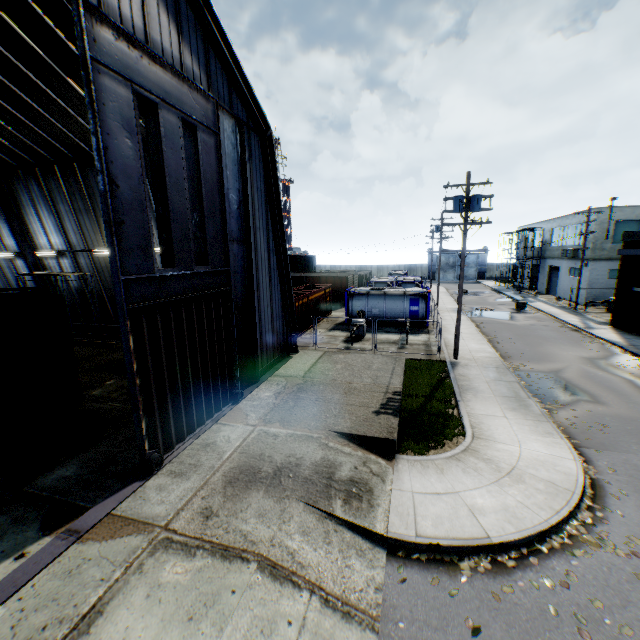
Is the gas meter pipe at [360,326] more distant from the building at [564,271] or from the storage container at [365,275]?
the building at [564,271]

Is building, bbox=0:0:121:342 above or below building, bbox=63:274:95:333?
above

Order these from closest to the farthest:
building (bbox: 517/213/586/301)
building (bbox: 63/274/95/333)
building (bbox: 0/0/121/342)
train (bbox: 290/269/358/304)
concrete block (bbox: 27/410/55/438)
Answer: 1. concrete block (bbox: 27/410/55/438)
2. building (bbox: 0/0/121/342)
3. building (bbox: 63/274/95/333)
4. building (bbox: 517/213/586/301)
5. train (bbox: 290/269/358/304)

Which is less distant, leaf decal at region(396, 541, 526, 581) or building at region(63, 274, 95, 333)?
leaf decal at region(396, 541, 526, 581)

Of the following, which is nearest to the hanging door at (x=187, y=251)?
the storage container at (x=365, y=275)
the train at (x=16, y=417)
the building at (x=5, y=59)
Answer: the building at (x=5, y=59)

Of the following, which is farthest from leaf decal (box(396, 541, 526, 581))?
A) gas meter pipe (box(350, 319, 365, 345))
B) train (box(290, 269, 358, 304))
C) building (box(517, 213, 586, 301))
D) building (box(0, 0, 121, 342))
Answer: building (box(517, 213, 586, 301))

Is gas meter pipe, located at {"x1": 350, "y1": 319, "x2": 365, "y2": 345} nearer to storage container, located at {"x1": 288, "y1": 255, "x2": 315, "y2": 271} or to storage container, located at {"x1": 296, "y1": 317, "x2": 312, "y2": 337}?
storage container, located at {"x1": 296, "y1": 317, "x2": 312, "y2": 337}

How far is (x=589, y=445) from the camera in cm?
1030
